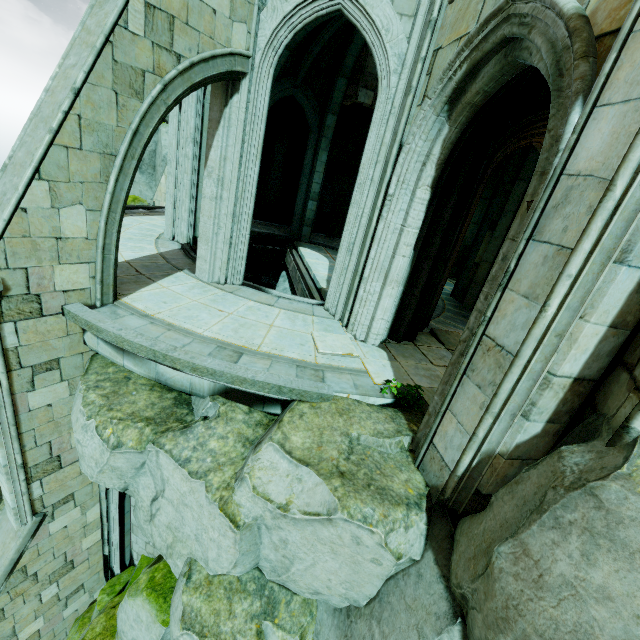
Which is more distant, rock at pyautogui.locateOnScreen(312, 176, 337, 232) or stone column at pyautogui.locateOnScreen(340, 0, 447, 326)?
rock at pyautogui.locateOnScreen(312, 176, 337, 232)

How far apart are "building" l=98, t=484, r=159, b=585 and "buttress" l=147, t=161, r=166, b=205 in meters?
10.6 m

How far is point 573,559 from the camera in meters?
1.9 m

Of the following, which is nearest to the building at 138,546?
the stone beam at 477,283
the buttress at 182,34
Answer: the buttress at 182,34

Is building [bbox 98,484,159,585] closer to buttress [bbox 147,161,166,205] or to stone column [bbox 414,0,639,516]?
stone column [bbox 414,0,639,516]

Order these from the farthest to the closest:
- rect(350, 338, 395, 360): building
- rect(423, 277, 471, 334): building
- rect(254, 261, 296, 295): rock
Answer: rect(254, 261, 296, 295): rock, rect(423, 277, 471, 334): building, rect(350, 338, 395, 360): building

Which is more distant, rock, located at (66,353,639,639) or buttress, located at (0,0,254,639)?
buttress, located at (0,0,254,639)

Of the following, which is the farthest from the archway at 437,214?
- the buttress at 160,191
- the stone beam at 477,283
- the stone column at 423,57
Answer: the buttress at 160,191
